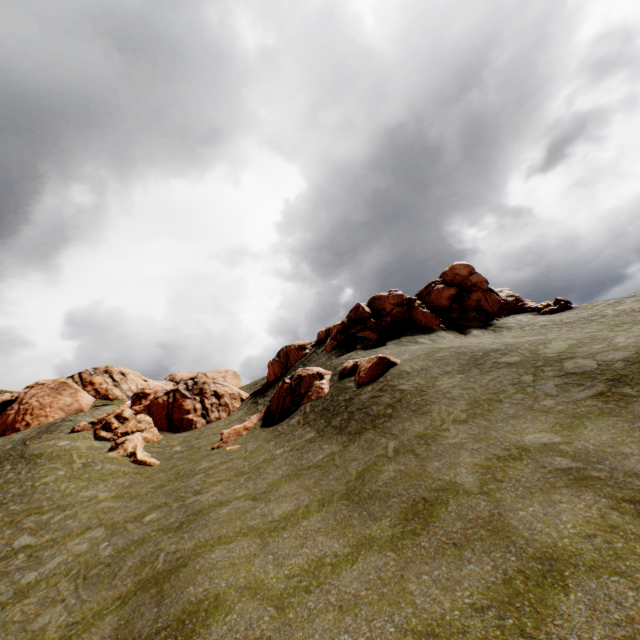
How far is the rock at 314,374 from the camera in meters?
23.6

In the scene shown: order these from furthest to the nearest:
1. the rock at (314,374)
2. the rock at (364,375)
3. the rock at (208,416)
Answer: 1. the rock at (208,416)
2. the rock at (314,374)
3. the rock at (364,375)

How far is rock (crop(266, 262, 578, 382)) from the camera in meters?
30.7

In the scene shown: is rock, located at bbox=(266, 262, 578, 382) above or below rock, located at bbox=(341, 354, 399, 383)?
above

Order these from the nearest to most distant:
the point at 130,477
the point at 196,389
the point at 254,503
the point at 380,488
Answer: the point at 380,488, the point at 254,503, the point at 130,477, the point at 196,389

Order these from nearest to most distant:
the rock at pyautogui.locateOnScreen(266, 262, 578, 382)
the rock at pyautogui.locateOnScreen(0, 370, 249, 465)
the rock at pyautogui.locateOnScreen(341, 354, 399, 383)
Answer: the rock at pyautogui.locateOnScreen(341, 354, 399, 383)
the rock at pyautogui.locateOnScreen(0, 370, 249, 465)
the rock at pyautogui.locateOnScreen(266, 262, 578, 382)

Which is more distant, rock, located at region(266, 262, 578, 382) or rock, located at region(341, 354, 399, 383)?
rock, located at region(266, 262, 578, 382)
